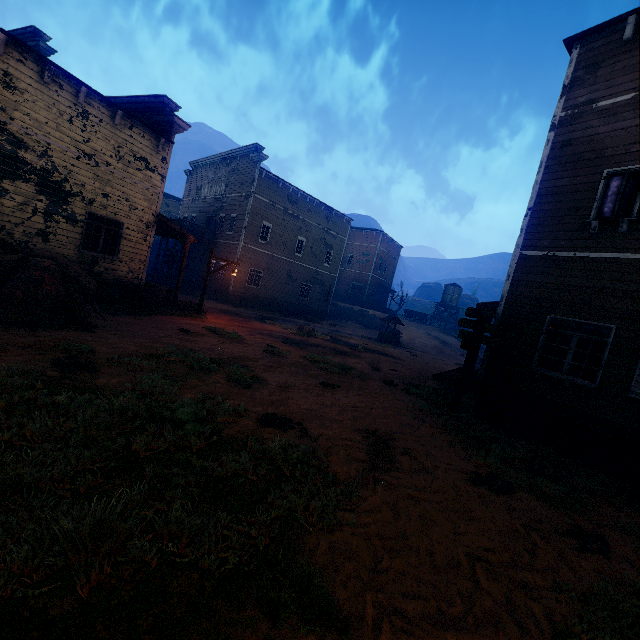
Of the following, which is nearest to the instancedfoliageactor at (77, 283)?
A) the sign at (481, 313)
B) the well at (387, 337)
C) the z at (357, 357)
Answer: the z at (357, 357)

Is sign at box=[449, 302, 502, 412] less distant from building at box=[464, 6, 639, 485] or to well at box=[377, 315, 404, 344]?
building at box=[464, 6, 639, 485]

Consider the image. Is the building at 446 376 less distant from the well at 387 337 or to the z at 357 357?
the z at 357 357

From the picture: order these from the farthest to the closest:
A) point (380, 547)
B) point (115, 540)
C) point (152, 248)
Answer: point (152, 248), point (380, 547), point (115, 540)

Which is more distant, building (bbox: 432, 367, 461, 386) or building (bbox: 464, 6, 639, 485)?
building (bbox: 432, 367, 461, 386)

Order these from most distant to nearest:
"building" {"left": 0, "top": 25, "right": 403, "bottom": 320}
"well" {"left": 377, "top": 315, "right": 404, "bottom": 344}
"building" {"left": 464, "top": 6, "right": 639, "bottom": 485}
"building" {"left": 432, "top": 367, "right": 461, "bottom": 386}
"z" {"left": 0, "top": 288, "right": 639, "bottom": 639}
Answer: "well" {"left": 377, "top": 315, "right": 404, "bottom": 344} < "building" {"left": 432, "top": 367, "right": 461, "bottom": 386} < "building" {"left": 0, "top": 25, "right": 403, "bottom": 320} < "building" {"left": 464, "top": 6, "right": 639, "bottom": 485} < "z" {"left": 0, "top": 288, "right": 639, "bottom": 639}

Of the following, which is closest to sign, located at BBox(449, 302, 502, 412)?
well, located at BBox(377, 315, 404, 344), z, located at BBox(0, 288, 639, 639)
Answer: z, located at BBox(0, 288, 639, 639)
